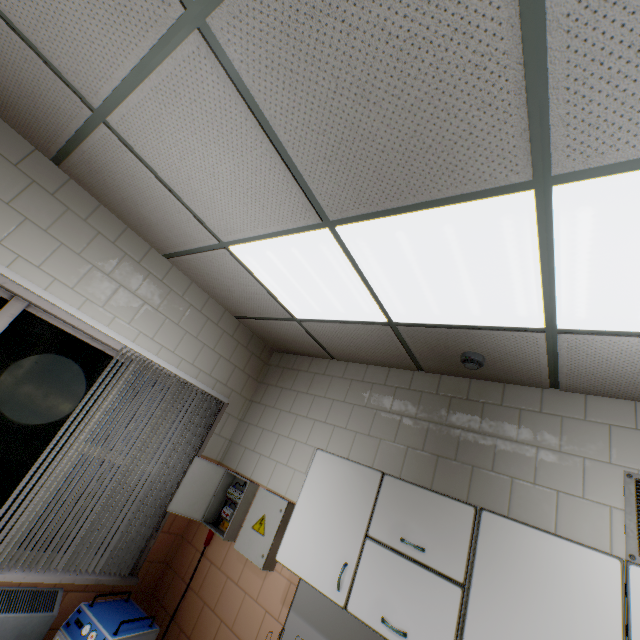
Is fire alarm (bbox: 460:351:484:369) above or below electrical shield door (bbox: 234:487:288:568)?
above

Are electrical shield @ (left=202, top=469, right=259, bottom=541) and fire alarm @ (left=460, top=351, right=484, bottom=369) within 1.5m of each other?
no

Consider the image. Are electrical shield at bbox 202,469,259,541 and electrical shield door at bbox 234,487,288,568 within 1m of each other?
yes

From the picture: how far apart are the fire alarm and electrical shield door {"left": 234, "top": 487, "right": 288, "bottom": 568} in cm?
188

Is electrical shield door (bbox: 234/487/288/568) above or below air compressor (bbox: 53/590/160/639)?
above

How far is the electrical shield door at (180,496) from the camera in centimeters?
303cm

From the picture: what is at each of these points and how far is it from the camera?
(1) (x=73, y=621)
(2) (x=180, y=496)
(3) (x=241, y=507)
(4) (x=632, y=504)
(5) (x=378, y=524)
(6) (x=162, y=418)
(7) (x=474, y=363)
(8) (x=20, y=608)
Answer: (1) air compressor, 2.3m
(2) electrical shield door, 3.0m
(3) electrical shield, 3.0m
(4) ventilation grill, 1.8m
(5) cabinet, 2.1m
(6) blinds, 3.1m
(7) fire alarm, 2.3m
(8) radiator, 2.3m

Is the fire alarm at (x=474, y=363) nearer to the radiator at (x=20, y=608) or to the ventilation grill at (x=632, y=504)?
the ventilation grill at (x=632, y=504)
